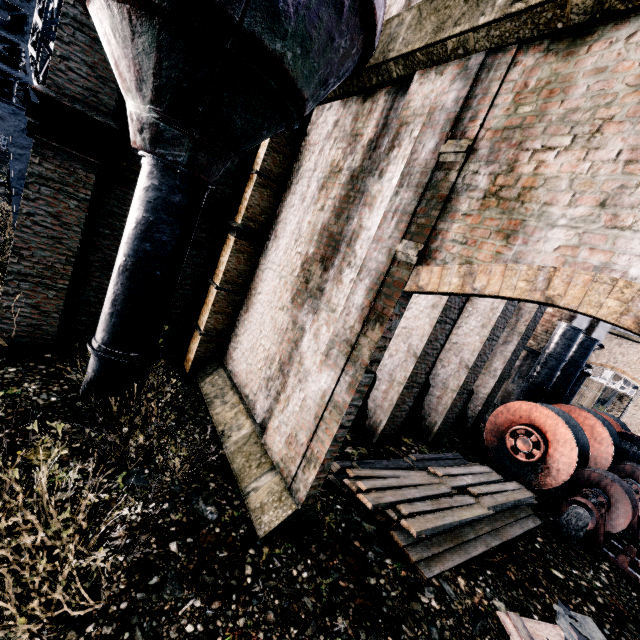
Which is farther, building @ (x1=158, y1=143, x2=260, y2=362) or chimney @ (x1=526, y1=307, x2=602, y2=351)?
chimney @ (x1=526, y1=307, x2=602, y2=351)

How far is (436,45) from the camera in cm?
498

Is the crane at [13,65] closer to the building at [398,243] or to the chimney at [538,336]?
the building at [398,243]

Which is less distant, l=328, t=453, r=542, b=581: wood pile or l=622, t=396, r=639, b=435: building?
l=328, t=453, r=542, b=581: wood pile

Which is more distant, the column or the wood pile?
the column

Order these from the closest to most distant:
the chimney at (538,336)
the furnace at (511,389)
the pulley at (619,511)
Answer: the pulley at (619,511) → the chimney at (538,336) → the furnace at (511,389)

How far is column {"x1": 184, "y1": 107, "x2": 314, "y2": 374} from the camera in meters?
8.5

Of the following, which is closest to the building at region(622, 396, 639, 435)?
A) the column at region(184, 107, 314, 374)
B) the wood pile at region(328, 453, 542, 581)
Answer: the column at region(184, 107, 314, 374)
